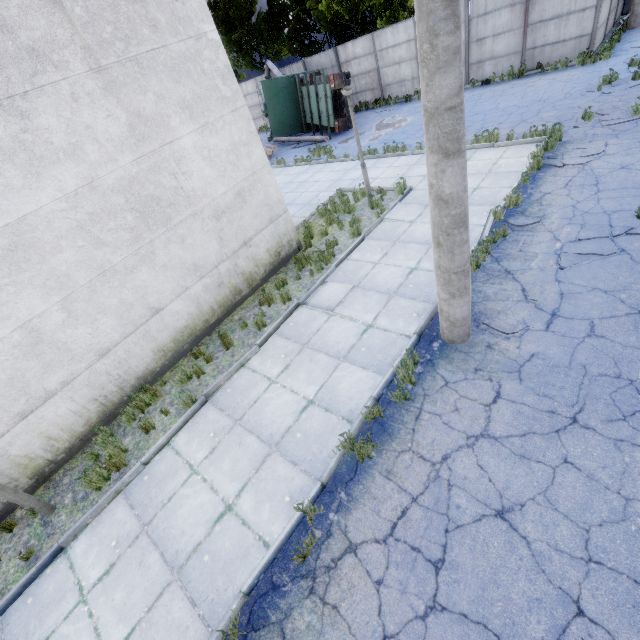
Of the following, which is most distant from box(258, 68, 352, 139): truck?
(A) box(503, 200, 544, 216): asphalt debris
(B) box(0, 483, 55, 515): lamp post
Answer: (B) box(0, 483, 55, 515): lamp post

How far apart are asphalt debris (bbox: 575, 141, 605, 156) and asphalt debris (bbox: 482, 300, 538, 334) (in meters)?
5.03

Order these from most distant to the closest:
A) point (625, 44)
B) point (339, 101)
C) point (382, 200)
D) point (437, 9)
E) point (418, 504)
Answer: point (339, 101) < point (625, 44) < point (382, 200) < point (418, 504) < point (437, 9)

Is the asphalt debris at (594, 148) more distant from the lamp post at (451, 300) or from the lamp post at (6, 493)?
the lamp post at (6, 493)

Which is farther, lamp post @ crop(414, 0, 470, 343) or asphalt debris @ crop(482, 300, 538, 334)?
asphalt debris @ crop(482, 300, 538, 334)

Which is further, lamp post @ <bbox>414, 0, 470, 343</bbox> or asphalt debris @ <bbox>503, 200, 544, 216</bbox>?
asphalt debris @ <bbox>503, 200, 544, 216</bbox>

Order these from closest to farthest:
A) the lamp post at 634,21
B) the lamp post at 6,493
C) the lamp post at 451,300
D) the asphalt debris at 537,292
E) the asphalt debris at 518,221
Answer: the lamp post at 451,300 → the lamp post at 6,493 → the asphalt debris at 537,292 → the asphalt debris at 518,221 → the lamp post at 634,21

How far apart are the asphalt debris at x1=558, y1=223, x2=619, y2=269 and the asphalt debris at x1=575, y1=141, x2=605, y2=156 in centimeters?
264cm
